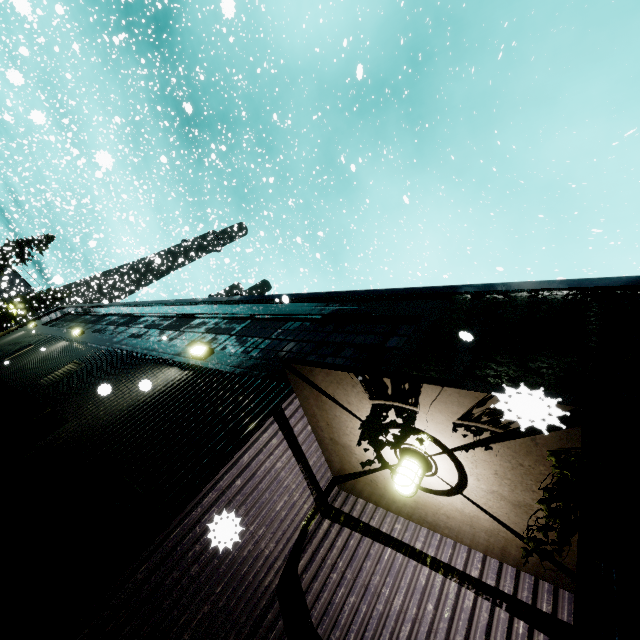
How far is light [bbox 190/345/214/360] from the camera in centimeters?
627cm

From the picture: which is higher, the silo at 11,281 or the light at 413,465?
the silo at 11,281

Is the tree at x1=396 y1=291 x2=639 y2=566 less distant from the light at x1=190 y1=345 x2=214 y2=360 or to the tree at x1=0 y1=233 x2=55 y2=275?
the light at x1=190 y1=345 x2=214 y2=360

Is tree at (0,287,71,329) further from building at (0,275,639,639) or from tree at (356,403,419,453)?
tree at (356,403,419,453)

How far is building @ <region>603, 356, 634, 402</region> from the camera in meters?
2.7 m

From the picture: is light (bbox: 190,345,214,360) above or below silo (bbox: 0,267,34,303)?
below

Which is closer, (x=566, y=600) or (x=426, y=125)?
(x=566, y=600)

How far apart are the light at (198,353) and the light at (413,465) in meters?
4.2
